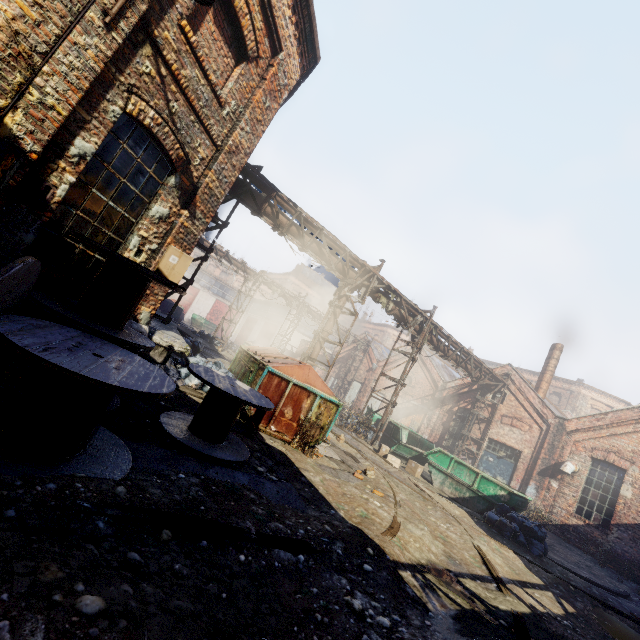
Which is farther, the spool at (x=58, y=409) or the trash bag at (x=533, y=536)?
the trash bag at (x=533, y=536)

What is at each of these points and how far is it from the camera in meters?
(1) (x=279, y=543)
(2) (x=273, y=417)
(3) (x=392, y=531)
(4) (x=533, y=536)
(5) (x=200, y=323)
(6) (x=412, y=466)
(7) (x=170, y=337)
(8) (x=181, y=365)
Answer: (1) track, 3.2 m
(2) trash container, 7.4 m
(3) track, 5.2 m
(4) trash bag, 9.4 m
(5) container, 36.1 m
(6) carton, 12.8 m
(7) building, 7.7 m
(8) trash bag, 8.5 m

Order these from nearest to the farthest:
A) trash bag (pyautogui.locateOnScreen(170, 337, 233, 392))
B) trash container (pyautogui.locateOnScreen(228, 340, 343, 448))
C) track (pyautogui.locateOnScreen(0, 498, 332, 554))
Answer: track (pyautogui.locateOnScreen(0, 498, 332, 554)) → trash container (pyautogui.locateOnScreen(228, 340, 343, 448)) → trash bag (pyautogui.locateOnScreen(170, 337, 233, 392))

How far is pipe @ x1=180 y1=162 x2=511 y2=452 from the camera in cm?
1039

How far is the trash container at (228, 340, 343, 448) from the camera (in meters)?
7.42

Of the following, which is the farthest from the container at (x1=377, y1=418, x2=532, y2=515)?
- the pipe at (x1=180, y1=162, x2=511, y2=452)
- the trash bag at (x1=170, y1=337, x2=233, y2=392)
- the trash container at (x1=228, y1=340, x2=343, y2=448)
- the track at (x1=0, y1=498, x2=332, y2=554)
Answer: the track at (x1=0, y1=498, x2=332, y2=554)

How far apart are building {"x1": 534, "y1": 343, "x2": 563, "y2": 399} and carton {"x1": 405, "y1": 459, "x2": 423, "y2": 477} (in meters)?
11.53

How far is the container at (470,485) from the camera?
11.00m
